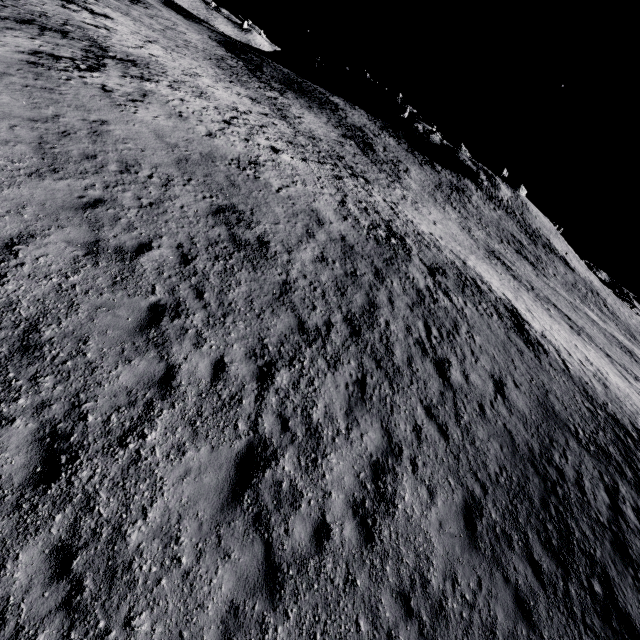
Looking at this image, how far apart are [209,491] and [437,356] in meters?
9.3
